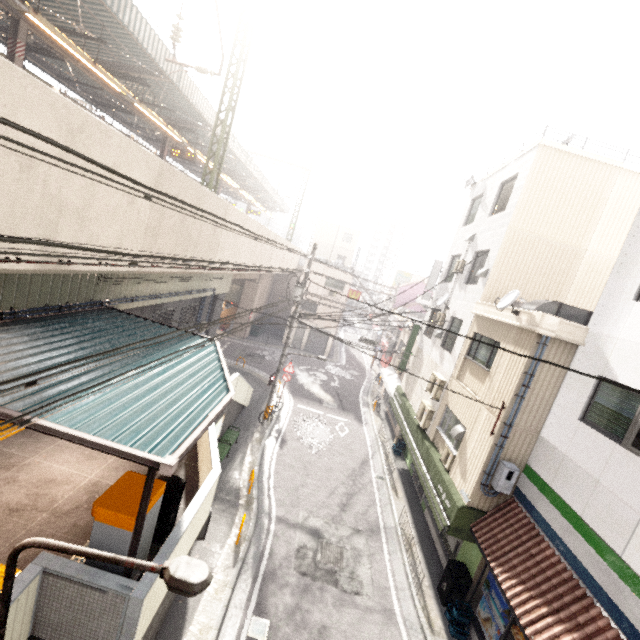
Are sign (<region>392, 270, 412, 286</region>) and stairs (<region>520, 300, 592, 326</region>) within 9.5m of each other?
no

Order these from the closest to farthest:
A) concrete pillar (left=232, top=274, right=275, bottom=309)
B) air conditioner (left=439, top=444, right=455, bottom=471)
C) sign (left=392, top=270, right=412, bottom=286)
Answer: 1. air conditioner (left=439, top=444, right=455, bottom=471)
2. concrete pillar (left=232, top=274, right=275, bottom=309)
3. sign (left=392, top=270, right=412, bottom=286)

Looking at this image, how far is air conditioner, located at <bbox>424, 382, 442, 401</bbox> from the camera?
12.9 meters

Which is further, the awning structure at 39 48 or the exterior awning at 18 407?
the awning structure at 39 48

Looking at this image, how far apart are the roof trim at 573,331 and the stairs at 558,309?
0.7 meters

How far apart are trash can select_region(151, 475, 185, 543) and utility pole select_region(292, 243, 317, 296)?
9.10m

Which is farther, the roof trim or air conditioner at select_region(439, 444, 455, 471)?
air conditioner at select_region(439, 444, 455, 471)

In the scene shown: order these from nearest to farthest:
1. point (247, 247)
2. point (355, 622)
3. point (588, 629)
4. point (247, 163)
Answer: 1. point (588, 629)
2. point (355, 622)
3. point (247, 247)
4. point (247, 163)
